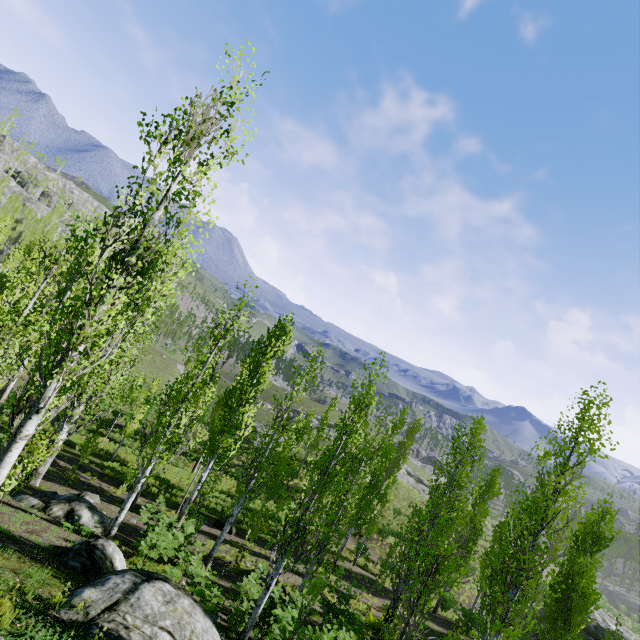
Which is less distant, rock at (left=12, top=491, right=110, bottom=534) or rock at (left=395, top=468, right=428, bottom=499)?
rock at (left=12, top=491, right=110, bottom=534)

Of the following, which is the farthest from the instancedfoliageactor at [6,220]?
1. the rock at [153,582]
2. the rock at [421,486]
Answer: the rock at [153,582]

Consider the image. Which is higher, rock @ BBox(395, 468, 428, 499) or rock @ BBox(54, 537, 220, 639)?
rock @ BBox(54, 537, 220, 639)

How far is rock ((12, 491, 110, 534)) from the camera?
11.2m

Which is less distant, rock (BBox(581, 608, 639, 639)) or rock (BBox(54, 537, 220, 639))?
rock (BBox(54, 537, 220, 639))

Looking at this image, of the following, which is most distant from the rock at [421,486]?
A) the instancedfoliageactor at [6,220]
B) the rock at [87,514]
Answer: the rock at [87,514]

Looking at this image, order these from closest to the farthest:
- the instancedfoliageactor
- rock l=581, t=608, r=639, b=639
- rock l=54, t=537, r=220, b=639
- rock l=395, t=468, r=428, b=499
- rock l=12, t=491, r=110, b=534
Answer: rock l=54, t=537, r=220, b=639 → the instancedfoliageactor → rock l=12, t=491, r=110, b=534 → rock l=581, t=608, r=639, b=639 → rock l=395, t=468, r=428, b=499

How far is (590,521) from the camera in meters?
15.9
